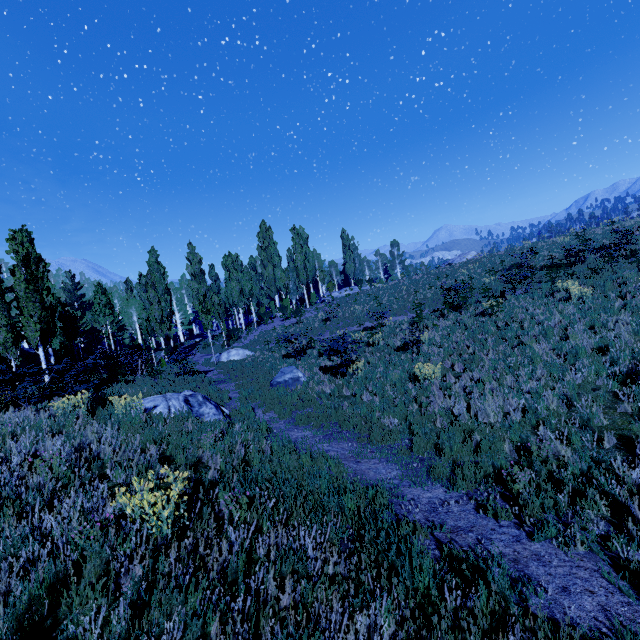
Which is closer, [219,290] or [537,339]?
[537,339]

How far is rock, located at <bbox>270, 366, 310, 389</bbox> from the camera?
13.30m

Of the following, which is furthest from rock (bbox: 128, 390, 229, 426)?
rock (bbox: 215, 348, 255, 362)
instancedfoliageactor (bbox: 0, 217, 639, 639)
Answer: rock (bbox: 215, 348, 255, 362)

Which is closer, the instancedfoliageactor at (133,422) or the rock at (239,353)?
the instancedfoliageactor at (133,422)

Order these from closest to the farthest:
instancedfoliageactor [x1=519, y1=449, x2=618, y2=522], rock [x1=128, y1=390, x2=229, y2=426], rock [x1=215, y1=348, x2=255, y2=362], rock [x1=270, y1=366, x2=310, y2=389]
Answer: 1. instancedfoliageactor [x1=519, y1=449, x2=618, y2=522]
2. rock [x1=128, y1=390, x2=229, y2=426]
3. rock [x1=270, y1=366, x2=310, y2=389]
4. rock [x1=215, y1=348, x2=255, y2=362]

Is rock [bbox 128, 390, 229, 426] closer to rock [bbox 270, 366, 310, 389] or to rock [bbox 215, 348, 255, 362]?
rock [bbox 270, 366, 310, 389]

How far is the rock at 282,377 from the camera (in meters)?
13.30

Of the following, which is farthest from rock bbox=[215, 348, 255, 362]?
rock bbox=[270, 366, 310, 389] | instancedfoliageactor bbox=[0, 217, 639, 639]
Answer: rock bbox=[270, 366, 310, 389]
